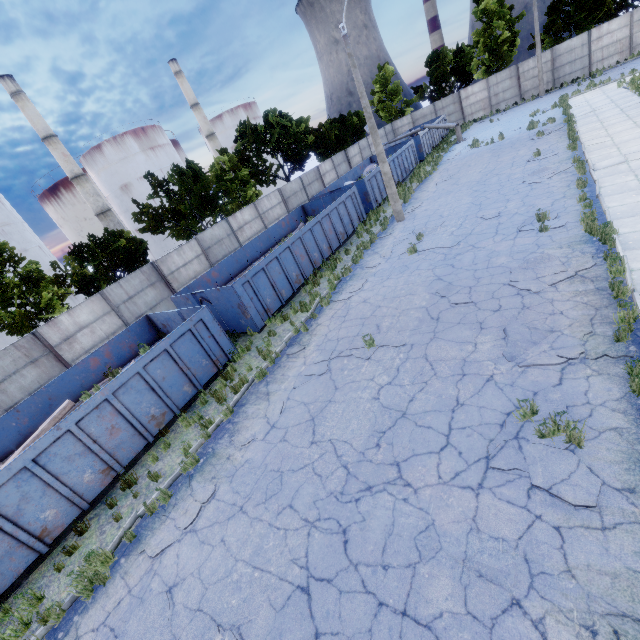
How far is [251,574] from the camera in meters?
5.2

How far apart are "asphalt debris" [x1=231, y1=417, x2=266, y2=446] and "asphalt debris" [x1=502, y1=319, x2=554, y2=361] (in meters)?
5.31

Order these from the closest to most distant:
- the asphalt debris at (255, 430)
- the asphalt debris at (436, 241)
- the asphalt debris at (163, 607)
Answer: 1. the asphalt debris at (163, 607)
2. the asphalt debris at (255, 430)
3. the asphalt debris at (436, 241)

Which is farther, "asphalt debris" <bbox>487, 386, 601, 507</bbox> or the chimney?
the chimney

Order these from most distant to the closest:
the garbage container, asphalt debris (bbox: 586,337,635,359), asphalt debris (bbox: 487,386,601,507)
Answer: the garbage container
asphalt debris (bbox: 586,337,635,359)
asphalt debris (bbox: 487,386,601,507)

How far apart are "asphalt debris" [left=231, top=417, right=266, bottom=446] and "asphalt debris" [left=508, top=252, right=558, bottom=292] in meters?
6.9

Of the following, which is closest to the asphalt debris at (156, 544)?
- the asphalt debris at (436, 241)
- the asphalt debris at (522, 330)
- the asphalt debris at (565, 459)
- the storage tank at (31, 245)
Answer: the asphalt debris at (565, 459)

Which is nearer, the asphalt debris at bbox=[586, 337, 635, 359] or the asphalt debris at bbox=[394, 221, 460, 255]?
the asphalt debris at bbox=[586, 337, 635, 359]
